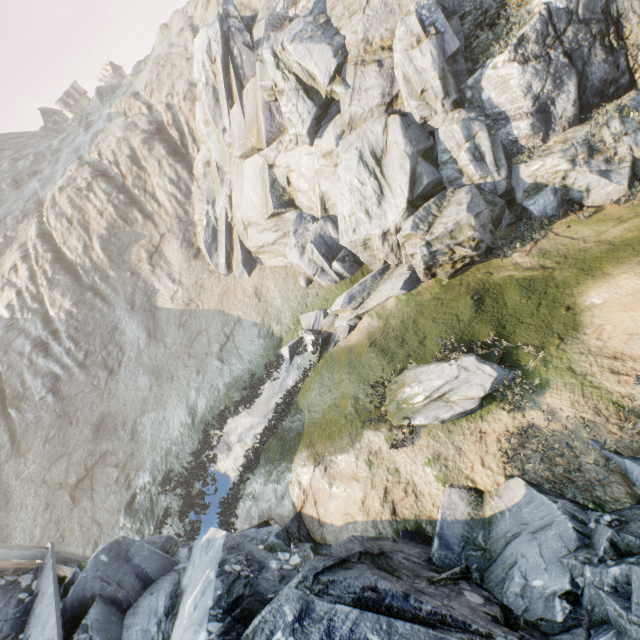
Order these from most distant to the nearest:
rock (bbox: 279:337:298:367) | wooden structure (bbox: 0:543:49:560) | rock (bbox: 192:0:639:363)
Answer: rock (bbox: 279:337:298:367) → rock (bbox: 192:0:639:363) → wooden structure (bbox: 0:543:49:560)

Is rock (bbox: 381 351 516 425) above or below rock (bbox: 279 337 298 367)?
above

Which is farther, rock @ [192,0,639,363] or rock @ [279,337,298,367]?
rock @ [279,337,298,367]

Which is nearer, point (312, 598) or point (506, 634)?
point (506, 634)

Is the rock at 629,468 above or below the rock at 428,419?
above

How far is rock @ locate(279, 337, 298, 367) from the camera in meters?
17.8 m

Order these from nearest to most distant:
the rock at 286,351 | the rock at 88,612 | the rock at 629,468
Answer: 1. the rock at 88,612
2. the rock at 629,468
3. the rock at 286,351
